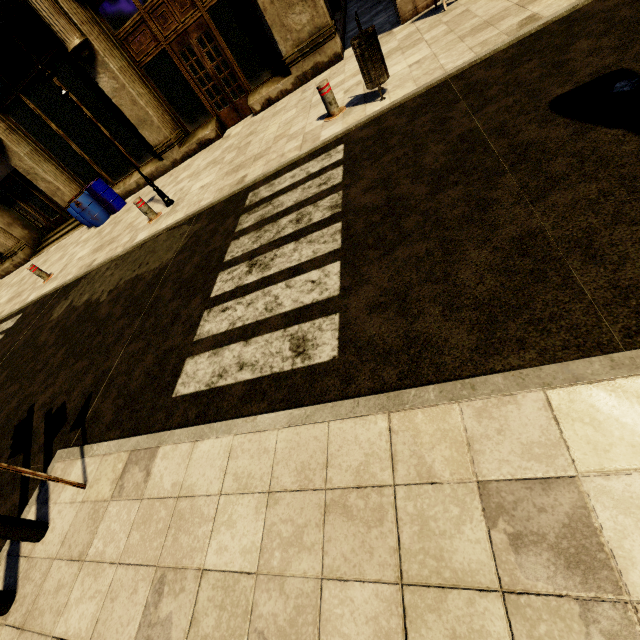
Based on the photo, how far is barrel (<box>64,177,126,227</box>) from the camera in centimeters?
1048cm

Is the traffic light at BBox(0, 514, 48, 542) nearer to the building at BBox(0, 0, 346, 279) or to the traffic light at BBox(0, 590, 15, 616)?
the traffic light at BBox(0, 590, 15, 616)

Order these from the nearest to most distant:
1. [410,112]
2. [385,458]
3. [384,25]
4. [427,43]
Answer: [385,458]
[410,112]
[427,43]
[384,25]

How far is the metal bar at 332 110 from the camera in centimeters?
558cm

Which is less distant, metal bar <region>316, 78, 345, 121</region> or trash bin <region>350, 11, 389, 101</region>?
trash bin <region>350, 11, 389, 101</region>

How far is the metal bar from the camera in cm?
558

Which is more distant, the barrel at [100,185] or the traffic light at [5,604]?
the barrel at [100,185]

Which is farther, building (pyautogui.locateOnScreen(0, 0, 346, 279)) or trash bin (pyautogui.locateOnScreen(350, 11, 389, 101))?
building (pyautogui.locateOnScreen(0, 0, 346, 279))
